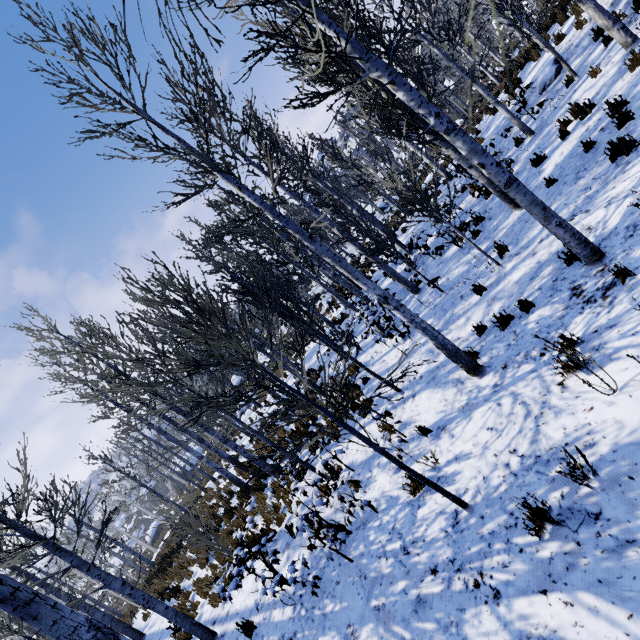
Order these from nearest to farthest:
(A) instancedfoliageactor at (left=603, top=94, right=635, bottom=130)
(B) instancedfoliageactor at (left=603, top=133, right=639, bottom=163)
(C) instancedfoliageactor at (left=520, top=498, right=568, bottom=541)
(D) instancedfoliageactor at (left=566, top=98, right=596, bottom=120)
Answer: (C) instancedfoliageactor at (left=520, top=498, right=568, bottom=541), (B) instancedfoliageactor at (left=603, top=133, right=639, bottom=163), (A) instancedfoliageactor at (left=603, top=94, right=635, bottom=130), (D) instancedfoliageactor at (left=566, top=98, right=596, bottom=120)

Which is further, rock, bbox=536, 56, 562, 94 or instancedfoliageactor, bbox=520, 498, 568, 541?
rock, bbox=536, 56, 562, 94

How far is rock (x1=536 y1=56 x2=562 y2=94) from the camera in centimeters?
1020cm

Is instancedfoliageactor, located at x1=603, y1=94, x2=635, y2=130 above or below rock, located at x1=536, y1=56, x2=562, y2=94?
below

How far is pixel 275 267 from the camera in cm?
3170

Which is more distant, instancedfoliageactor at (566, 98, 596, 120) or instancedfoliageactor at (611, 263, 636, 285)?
instancedfoliageactor at (566, 98, 596, 120)

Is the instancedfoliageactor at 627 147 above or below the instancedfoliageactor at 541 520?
above

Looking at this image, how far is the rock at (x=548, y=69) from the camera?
10.20m
